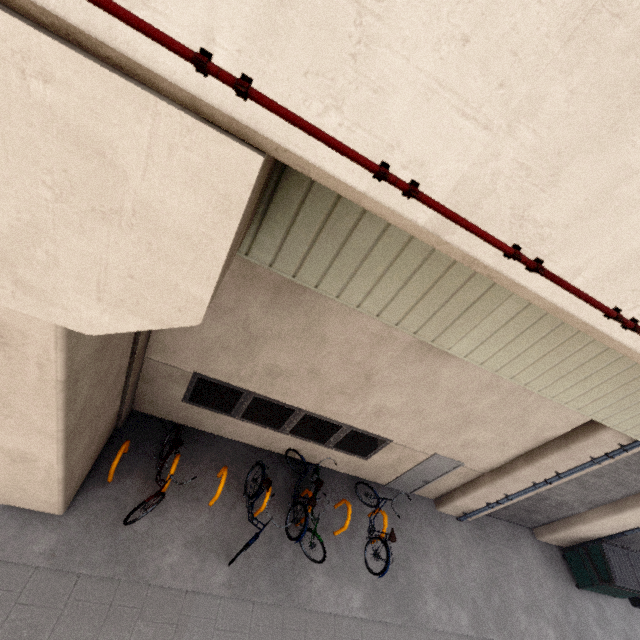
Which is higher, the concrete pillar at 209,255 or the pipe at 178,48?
the pipe at 178,48

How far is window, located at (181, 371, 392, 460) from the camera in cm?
668

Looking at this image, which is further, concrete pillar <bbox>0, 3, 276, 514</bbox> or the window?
the window

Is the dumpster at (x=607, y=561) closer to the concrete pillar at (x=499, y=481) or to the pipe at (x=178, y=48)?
the concrete pillar at (x=499, y=481)

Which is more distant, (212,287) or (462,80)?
(212,287)

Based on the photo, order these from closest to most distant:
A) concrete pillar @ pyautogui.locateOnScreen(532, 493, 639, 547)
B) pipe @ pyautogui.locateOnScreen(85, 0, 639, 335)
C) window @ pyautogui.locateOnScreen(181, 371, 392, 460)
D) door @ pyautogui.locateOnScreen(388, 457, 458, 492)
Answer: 1. pipe @ pyautogui.locateOnScreen(85, 0, 639, 335)
2. window @ pyautogui.locateOnScreen(181, 371, 392, 460)
3. door @ pyautogui.locateOnScreen(388, 457, 458, 492)
4. concrete pillar @ pyautogui.locateOnScreen(532, 493, 639, 547)

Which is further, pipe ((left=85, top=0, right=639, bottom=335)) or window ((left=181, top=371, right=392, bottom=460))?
window ((left=181, top=371, right=392, bottom=460))

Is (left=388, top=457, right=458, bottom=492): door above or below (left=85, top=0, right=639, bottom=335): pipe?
below
